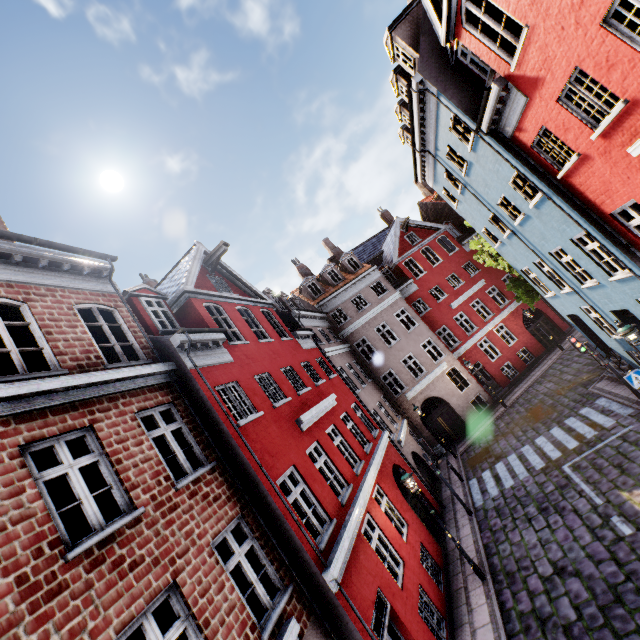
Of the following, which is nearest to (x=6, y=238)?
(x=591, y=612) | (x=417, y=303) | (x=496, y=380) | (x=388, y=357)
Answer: (x=591, y=612)

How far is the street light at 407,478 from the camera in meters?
10.1 m

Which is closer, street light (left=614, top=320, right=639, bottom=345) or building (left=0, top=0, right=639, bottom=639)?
building (left=0, top=0, right=639, bottom=639)

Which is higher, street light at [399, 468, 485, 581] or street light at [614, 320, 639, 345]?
street light at [399, 468, 485, 581]

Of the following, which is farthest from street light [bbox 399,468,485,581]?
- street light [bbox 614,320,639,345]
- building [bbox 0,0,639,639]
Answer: street light [bbox 614,320,639,345]

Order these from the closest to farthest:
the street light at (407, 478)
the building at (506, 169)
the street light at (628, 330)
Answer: the building at (506, 169) → the street light at (628, 330) → the street light at (407, 478)

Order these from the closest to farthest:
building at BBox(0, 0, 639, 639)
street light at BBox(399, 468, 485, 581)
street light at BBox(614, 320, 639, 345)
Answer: building at BBox(0, 0, 639, 639)
street light at BBox(614, 320, 639, 345)
street light at BBox(399, 468, 485, 581)

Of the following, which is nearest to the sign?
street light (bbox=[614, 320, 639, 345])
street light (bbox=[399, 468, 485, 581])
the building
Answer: the building
